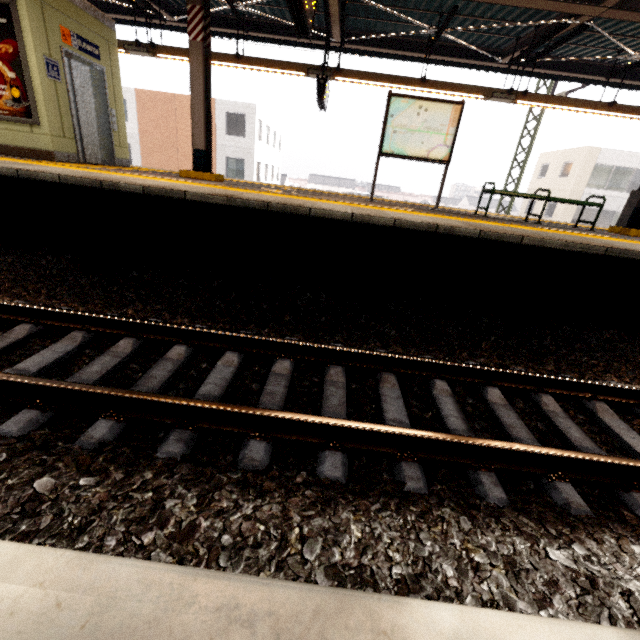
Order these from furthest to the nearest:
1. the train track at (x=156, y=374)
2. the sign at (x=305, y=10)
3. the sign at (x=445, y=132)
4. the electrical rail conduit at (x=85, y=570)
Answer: the sign at (x=445, y=132), the sign at (x=305, y=10), the train track at (x=156, y=374), the electrical rail conduit at (x=85, y=570)

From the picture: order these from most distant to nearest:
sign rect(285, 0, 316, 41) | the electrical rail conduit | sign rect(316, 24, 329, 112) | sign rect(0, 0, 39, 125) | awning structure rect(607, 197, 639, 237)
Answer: sign rect(316, 24, 329, 112), awning structure rect(607, 197, 639, 237), sign rect(0, 0, 39, 125), sign rect(285, 0, 316, 41), the electrical rail conduit

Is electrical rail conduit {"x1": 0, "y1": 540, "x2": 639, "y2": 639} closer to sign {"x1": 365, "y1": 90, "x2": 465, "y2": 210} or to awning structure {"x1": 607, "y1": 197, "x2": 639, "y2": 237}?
awning structure {"x1": 607, "y1": 197, "x2": 639, "y2": 237}

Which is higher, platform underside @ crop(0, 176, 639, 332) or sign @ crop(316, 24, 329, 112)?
sign @ crop(316, 24, 329, 112)

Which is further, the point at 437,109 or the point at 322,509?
the point at 437,109

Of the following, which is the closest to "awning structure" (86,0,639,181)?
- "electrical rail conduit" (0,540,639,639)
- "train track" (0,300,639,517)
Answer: "train track" (0,300,639,517)

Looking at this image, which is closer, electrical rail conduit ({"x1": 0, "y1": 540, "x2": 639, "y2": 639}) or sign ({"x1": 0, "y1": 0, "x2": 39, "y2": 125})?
electrical rail conduit ({"x1": 0, "y1": 540, "x2": 639, "y2": 639})

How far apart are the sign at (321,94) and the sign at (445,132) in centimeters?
228cm
